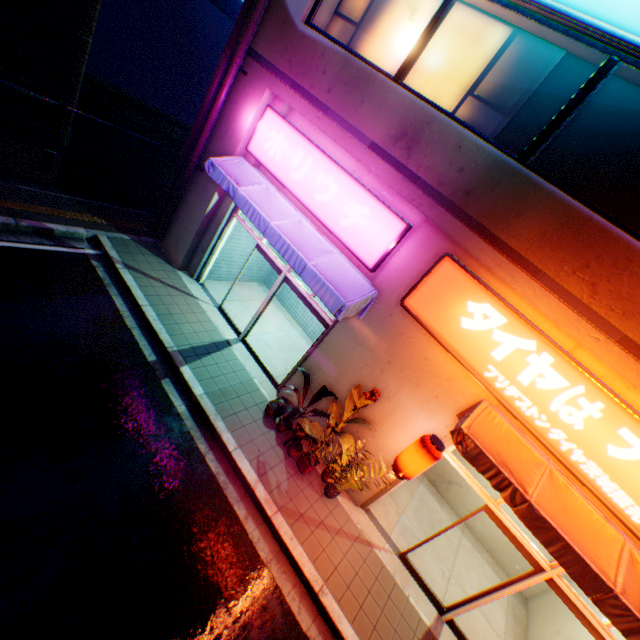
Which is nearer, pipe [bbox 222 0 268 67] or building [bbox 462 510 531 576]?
pipe [bbox 222 0 268 67]

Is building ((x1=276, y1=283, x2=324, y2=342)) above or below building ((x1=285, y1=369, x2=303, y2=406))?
below

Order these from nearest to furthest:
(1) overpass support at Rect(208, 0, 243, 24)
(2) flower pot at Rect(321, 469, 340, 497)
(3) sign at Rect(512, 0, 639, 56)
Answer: (3) sign at Rect(512, 0, 639, 56) → (2) flower pot at Rect(321, 469, 340, 497) → (1) overpass support at Rect(208, 0, 243, 24)

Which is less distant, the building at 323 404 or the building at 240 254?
the building at 323 404

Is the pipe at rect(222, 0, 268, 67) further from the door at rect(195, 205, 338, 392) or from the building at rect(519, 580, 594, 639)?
the door at rect(195, 205, 338, 392)

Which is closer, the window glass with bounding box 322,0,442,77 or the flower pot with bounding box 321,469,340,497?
the window glass with bounding box 322,0,442,77

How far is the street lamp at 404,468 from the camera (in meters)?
5.31

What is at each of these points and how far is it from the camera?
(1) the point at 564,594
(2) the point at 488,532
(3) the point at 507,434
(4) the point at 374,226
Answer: (1) door, 5.2m
(2) building, 8.5m
(3) awning, 5.2m
(4) sign, 6.2m
